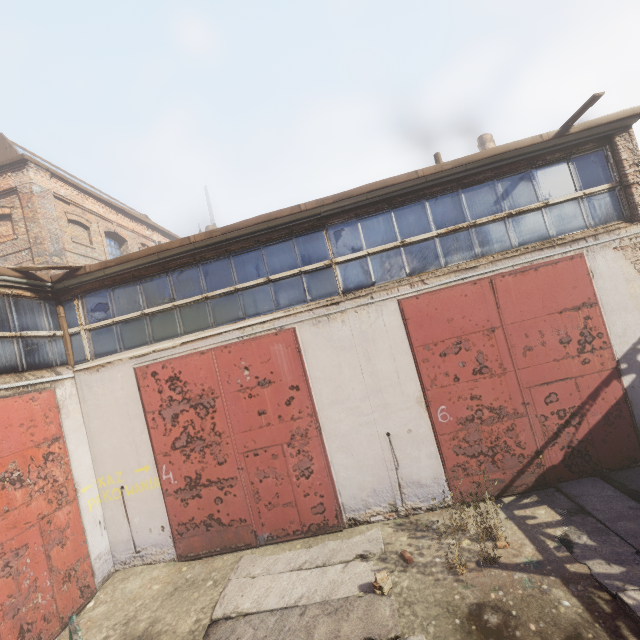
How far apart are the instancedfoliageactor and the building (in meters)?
18.83

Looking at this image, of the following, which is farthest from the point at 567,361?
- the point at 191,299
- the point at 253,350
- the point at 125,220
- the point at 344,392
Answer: the point at 125,220

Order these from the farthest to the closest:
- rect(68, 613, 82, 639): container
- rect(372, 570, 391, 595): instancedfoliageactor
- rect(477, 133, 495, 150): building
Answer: rect(477, 133, 495, 150): building
rect(372, 570, 391, 595): instancedfoliageactor
rect(68, 613, 82, 639): container

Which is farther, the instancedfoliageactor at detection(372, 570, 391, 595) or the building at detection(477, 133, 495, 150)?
the building at detection(477, 133, 495, 150)

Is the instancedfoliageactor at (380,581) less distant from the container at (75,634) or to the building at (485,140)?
the container at (75,634)

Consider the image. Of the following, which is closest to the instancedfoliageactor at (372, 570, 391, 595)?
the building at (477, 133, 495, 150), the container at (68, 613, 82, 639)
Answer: the container at (68, 613, 82, 639)

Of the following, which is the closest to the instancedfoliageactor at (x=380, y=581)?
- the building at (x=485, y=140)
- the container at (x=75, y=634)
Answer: the container at (x=75, y=634)

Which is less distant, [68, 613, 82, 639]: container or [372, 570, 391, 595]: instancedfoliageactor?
[68, 613, 82, 639]: container
